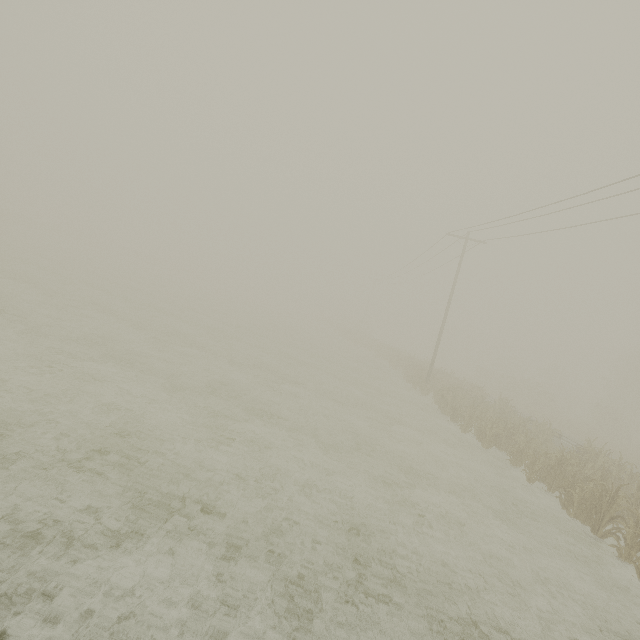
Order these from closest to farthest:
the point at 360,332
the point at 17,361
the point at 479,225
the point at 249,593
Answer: the point at 249,593
the point at 17,361
the point at 479,225
the point at 360,332

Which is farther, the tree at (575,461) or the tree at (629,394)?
the tree at (629,394)

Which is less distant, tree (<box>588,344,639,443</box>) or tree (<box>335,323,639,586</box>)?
tree (<box>335,323,639,586</box>)
